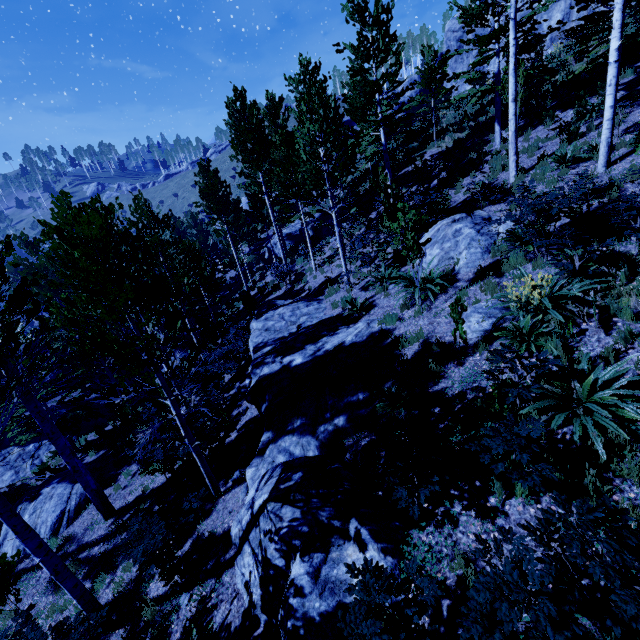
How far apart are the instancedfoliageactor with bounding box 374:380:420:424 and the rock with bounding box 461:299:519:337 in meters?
1.9 m

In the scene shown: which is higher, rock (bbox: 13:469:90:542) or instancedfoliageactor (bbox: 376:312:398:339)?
instancedfoliageactor (bbox: 376:312:398:339)

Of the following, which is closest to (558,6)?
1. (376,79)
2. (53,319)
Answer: (376,79)

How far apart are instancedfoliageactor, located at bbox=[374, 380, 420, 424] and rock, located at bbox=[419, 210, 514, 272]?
4.3m

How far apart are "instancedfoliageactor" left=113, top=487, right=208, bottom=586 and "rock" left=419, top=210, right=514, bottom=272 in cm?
886

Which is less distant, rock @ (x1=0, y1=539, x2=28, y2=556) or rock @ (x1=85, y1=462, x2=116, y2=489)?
rock @ (x1=0, y1=539, x2=28, y2=556)

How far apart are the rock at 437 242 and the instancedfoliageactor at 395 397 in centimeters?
427cm

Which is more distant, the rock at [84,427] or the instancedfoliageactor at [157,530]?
the rock at [84,427]
